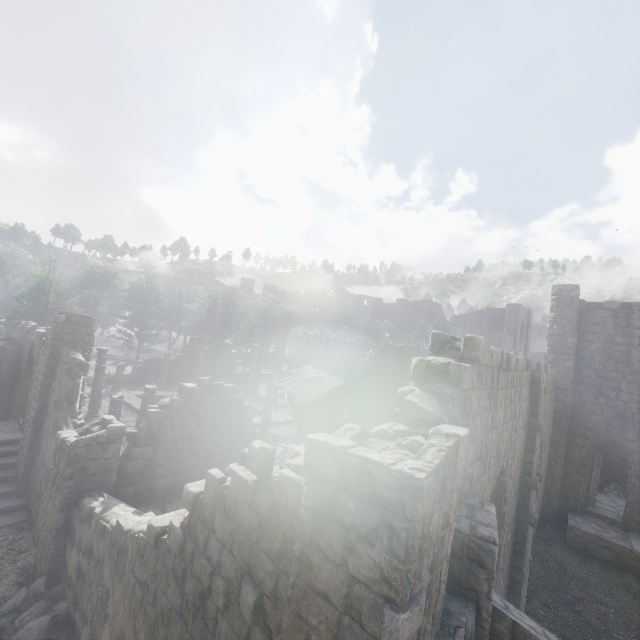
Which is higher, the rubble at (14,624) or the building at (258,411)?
the building at (258,411)

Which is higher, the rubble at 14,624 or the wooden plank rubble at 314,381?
the wooden plank rubble at 314,381

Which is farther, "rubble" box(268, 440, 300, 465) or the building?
"rubble" box(268, 440, 300, 465)

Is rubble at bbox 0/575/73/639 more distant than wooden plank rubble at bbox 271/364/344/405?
No

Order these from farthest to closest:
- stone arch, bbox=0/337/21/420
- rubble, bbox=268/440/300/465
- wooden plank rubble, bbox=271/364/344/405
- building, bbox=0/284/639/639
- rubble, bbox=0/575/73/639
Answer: wooden plank rubble, bbox=271/364/344/405 < stone arch, bbox=0/337/21/420 < rubble, bbox=268/440/300/465 < rubble, bbox=0/575/73/639 < building, bbox=0/284/639/639

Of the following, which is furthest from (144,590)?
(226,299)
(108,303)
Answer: (226,299)

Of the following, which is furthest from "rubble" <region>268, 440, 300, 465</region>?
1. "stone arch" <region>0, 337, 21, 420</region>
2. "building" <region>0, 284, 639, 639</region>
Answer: "stone arch" <region>0, 337, 21, 420</region>

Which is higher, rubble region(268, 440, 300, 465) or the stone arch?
the stone arch
